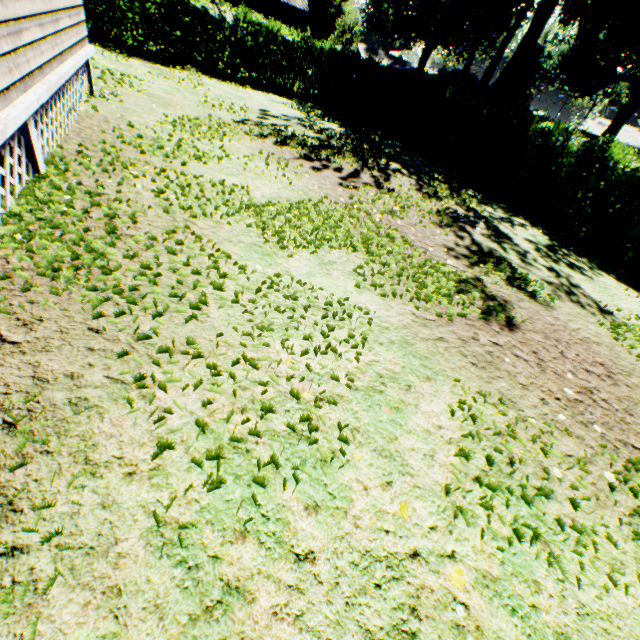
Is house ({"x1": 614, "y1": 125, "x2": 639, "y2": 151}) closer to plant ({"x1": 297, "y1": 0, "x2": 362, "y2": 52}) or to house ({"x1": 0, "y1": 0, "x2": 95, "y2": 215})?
plant ({"x1": 297, "y1": 0, "x2": 362, "y2": 52})

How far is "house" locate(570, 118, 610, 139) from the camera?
48.1m

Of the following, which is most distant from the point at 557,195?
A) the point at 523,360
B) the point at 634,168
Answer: the point at 523,360

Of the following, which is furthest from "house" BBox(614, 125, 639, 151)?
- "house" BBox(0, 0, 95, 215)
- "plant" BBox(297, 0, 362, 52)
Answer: "house" BBox(0, 0, 95, 215)

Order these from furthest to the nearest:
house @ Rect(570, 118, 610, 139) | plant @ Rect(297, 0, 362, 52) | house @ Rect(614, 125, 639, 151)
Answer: house @ Rect(570, 118, 610, 139)
house @ Rect(614, 125, 639, 151)
plant @ Rect(297, 0, 362, 52)

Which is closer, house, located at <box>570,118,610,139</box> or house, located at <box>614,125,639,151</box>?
house, located at <box>614,125,639,151</box>

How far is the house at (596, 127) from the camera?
48.1m

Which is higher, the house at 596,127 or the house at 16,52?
the house at 596,127
